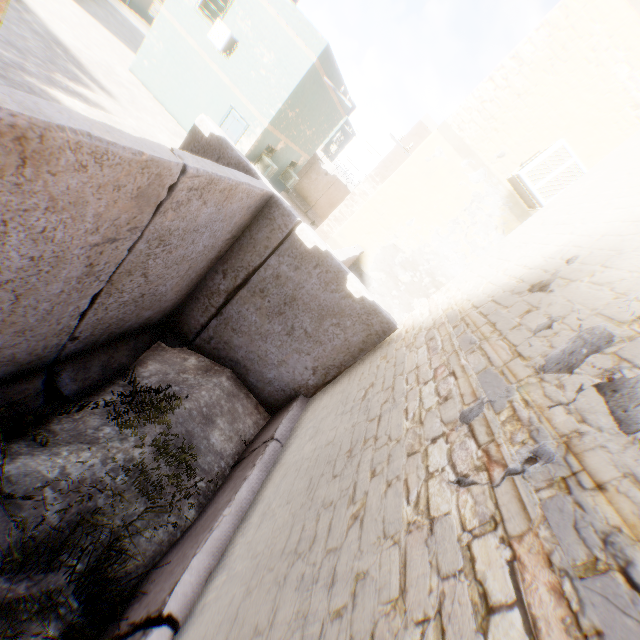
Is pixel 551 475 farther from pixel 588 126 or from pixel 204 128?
→ pixel 588 126

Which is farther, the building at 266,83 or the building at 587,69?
the building at 266,83

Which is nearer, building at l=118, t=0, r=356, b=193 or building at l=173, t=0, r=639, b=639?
building at l=173, t=0, r=639, b=639
